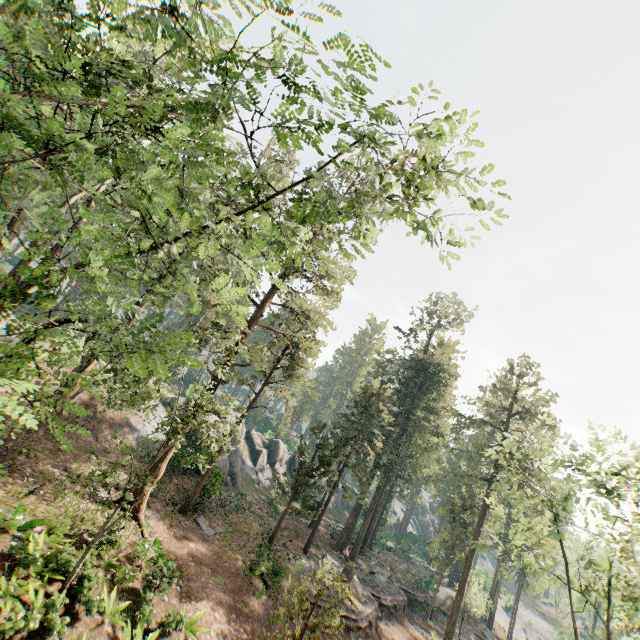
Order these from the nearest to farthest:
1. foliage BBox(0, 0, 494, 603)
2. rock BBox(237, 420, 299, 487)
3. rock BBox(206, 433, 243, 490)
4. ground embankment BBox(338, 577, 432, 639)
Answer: foliage BBox(0, 0, 494, 603)
ground embankment BBox(338, 577, 432, 639)
rock BBox(206, 433, 243, 490)
rock BBox(237, 420, 299, 487)

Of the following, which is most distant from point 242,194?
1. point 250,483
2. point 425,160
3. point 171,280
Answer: point 171,280

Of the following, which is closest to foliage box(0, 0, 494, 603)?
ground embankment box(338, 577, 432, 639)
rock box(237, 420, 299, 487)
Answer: ground embankment box(338, 577, 432, 639)

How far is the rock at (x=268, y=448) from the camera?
43.6 meters

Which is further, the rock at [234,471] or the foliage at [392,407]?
the rock at [234,471]

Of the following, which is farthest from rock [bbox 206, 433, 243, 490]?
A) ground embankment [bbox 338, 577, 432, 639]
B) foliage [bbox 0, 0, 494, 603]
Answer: ground embankment [bbox 338, 577, 432, 639]

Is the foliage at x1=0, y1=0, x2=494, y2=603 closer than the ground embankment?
Yes

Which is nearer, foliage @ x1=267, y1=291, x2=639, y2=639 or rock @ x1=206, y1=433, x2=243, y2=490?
foliage @ x1=267, y1=291, x2=639, y2=639
